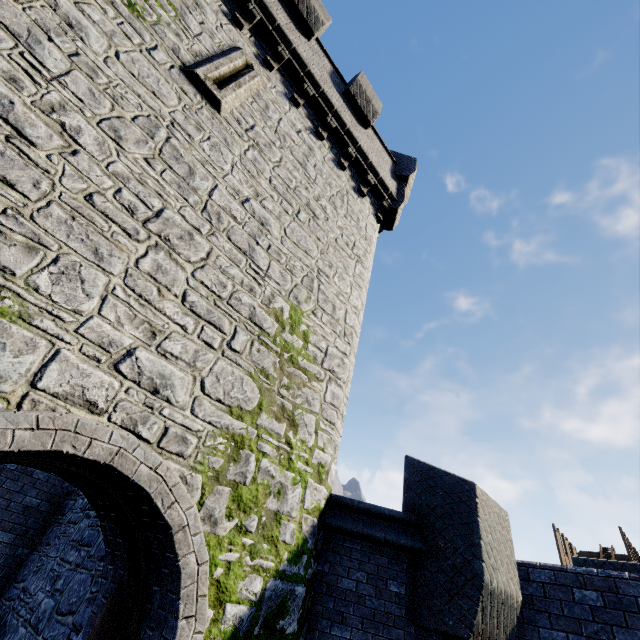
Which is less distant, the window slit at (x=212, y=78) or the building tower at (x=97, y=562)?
the building tower at (x=97, y=562)

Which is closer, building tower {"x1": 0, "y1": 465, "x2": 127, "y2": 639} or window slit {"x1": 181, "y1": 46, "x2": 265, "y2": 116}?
building tower {"x1": 0, "y1": 465, "x2": 127, "y2": 639}

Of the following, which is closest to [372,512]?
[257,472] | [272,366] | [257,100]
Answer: [257,472]

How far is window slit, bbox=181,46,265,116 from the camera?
5.77m

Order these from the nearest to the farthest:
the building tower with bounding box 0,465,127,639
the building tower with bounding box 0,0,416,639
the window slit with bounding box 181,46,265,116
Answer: the building tower with bounding box 0,0,416,639
the building tower with bounding box 0,465,127,639
the window slit with bounding box 181,46,265,116

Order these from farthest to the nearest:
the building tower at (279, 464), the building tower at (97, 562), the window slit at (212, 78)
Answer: the window slit at (212, 78), the building tower at (97, 562), the building tower at (279, 464)

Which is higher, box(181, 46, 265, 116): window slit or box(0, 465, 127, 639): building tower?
box(181, 46, 265, 116): window slit
